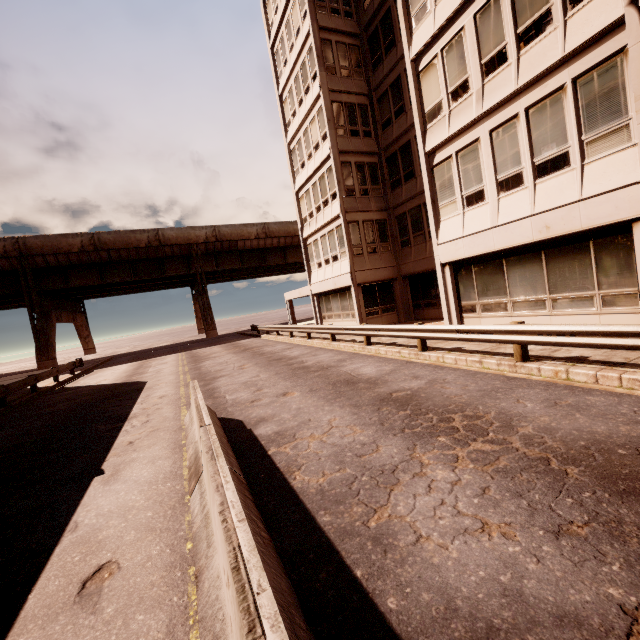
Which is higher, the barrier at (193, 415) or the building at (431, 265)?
the building at (431, 265)

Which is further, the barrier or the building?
the building

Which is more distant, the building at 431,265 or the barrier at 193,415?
the building at 431,265

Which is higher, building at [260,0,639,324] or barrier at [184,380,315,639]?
building at [260,0,639,324]

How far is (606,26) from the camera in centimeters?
760cm
